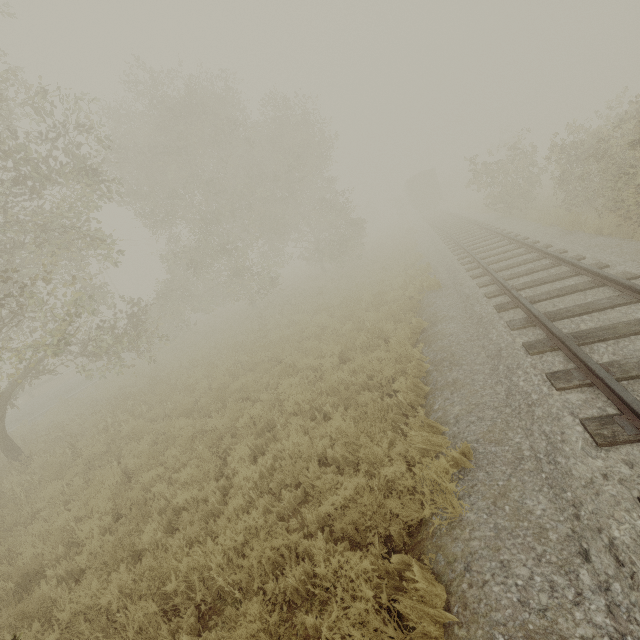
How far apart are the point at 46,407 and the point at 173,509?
17.9 meters

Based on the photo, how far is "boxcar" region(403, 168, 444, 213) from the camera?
37.7m

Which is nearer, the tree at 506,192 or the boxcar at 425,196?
the tree at 506,192

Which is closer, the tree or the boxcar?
the tree

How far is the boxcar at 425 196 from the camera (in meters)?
37.72
